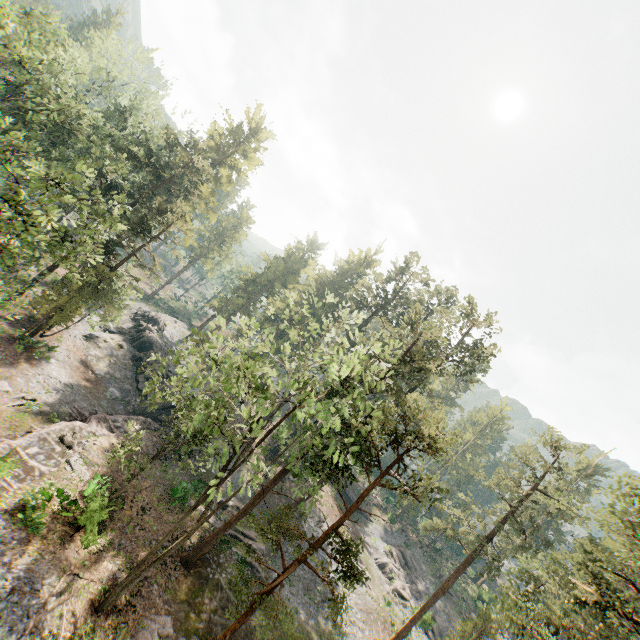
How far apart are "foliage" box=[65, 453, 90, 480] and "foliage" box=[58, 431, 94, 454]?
0.0 meters

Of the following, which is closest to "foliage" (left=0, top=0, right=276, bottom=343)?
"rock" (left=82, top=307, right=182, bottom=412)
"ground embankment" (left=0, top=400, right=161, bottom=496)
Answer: "ground embankment" (left=0, top=400, right=161, bottom=496)

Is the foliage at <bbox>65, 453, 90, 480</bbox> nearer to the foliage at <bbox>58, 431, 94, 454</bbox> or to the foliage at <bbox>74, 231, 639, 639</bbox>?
the foliage at <bbox>58, 431, 94, 454</bbox>

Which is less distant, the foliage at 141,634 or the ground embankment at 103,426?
the foliage at 141,634

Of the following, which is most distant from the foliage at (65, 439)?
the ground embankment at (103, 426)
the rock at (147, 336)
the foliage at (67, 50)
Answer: the rock at (147, 336)

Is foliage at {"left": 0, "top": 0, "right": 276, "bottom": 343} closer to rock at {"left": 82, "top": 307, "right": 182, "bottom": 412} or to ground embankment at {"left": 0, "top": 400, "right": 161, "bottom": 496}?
ground embankment at {"left": 0, "top": 400, "right": 161, "bottom": 496}

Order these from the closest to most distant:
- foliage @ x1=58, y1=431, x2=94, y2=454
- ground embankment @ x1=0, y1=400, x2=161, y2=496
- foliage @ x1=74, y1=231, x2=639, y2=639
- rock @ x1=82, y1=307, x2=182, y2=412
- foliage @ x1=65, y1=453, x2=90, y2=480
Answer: foliage @ x1=74, y1=231, x2=639, y2=639
ground embankment @ x1=0, y1=400, x2=161, y2=496
foliage @ x1=65, y1=453, x2=90, y2=480
foliage @ x1=58, y1=431, x2=94, y2=454
rock @ x1=82, y1=307, x2=182, y2=412

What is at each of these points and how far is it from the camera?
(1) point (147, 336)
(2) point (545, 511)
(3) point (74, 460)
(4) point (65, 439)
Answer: (1) rock, 42.0 meters
(2) foliage, 27.6 meters
(3) foliage, 21.3 meters
(4) foliage, 22.0 meters
